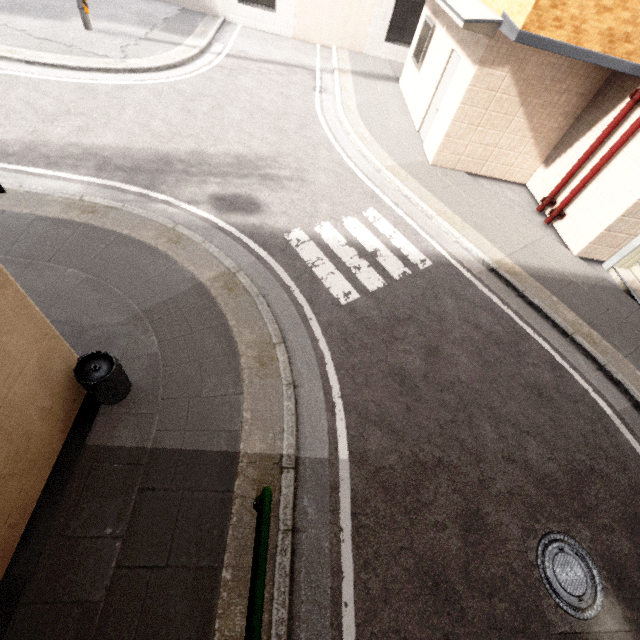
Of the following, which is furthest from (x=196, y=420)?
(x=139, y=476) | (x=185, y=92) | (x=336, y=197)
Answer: (x=185, y=92)

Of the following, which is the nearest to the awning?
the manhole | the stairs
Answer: the stairs

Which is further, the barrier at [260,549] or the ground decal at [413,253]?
the ground decal at [413,253]

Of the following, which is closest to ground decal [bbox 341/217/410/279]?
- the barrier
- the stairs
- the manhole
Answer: the barrier

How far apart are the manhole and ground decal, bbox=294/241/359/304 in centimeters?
369cm

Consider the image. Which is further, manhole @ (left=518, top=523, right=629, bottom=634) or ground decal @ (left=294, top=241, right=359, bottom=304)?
ground decal @ (left=294, top=241, right=359, bottom=304)

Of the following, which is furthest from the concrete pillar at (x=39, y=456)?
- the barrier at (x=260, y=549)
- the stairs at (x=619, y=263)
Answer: the stairs at (x=619, y=263)

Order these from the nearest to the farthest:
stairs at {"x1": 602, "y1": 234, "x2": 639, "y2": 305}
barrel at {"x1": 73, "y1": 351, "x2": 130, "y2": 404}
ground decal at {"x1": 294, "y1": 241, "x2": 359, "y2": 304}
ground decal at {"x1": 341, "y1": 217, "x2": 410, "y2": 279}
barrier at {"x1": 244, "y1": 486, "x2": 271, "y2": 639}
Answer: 1. barrier at {"x1": 244, "y1": 486, "x2": 271, "y2": 639}
2. barrel at {"x1": 73, "y1": 351, "x2": 130, "y2": 404}
3. ground decal at {"x1": 294, "y1": 241, "x2": 359, "y2": 304}
4. ground decal at {"x1": 341, "y1": 217, "x2": 410, "y2": 279}
5. stairs at {"x1": 602, "y1": 234, "x2": 639, "y2": 305}
